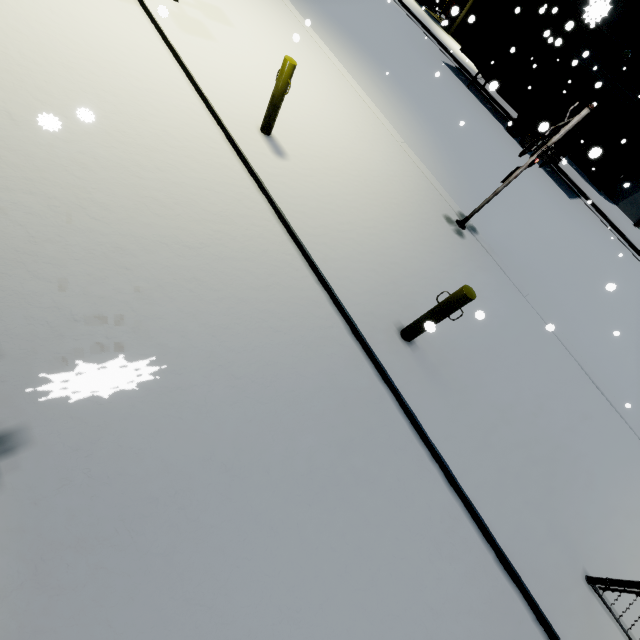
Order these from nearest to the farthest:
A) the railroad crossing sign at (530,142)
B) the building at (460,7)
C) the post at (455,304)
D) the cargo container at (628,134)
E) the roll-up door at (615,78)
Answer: the post at (455,304)
the railroad crossing sign at (530,142)
the building at (460,7)
the cargo container at (628,134)
the roll-up door at (615,78)

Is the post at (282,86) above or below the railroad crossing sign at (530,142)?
below

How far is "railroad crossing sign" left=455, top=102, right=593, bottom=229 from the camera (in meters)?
5.58

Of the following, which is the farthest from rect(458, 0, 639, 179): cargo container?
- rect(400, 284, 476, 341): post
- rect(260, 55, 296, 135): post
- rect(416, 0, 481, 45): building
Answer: rect(260, 55, 296, 135): post

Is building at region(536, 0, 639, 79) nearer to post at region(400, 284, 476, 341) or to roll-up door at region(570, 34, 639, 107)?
roll-up door at region(570, 34, 639, 107)

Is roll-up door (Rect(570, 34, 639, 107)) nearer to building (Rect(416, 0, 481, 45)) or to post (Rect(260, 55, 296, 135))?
building (Rect(416, 0, 481, 45))

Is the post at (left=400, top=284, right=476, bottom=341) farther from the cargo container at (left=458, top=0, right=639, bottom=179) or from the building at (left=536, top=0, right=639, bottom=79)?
Answer: the building at (left=536, top=0, right=639, bottom=79)

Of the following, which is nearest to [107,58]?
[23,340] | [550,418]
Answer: → [23,340]
